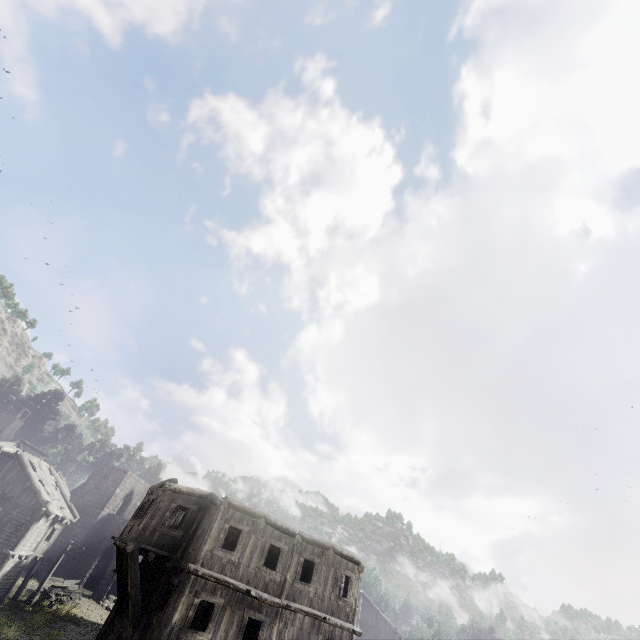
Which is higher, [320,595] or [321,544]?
[321,544]

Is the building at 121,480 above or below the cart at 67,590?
above

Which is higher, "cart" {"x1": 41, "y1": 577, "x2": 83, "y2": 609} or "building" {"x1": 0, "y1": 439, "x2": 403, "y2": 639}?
"building" {"x1": 0, "y1": 439, "x2": 403, "y2": 639}

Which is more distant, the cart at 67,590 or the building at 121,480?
the cart at 67,590

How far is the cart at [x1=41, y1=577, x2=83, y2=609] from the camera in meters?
27.0

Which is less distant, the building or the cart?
the building
